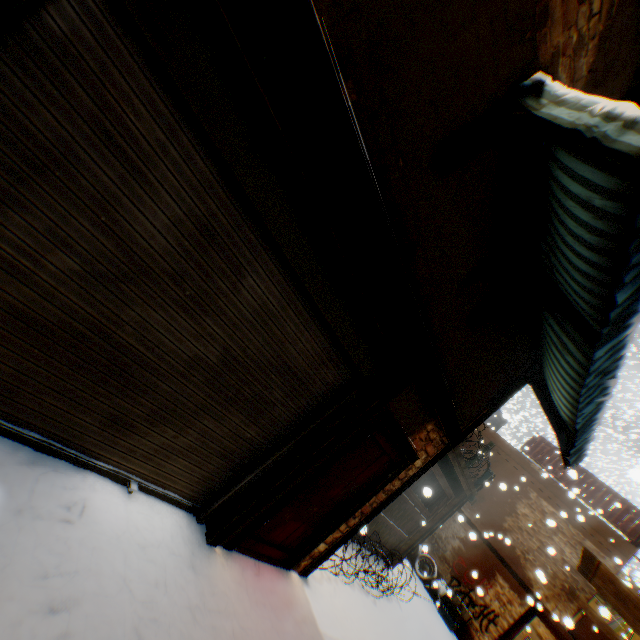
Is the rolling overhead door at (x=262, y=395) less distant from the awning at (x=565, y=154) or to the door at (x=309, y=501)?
the door at (x=309, y=501)

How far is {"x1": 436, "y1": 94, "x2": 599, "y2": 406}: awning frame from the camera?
2.6 meters

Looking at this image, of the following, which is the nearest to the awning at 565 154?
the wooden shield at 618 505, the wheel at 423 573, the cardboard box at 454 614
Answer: the wooden shield at 618 505

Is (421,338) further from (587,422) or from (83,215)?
(83,215)

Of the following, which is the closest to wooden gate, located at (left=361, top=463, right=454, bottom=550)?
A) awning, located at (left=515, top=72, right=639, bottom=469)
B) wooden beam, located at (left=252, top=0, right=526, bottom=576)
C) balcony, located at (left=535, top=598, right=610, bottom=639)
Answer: wooden beam, located at (left=252, top=0, right=526, bottom=576)

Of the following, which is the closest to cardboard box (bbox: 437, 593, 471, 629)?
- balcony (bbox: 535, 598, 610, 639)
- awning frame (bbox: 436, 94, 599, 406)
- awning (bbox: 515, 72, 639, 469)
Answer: balcony (bbox: 535, 598, 610, 639)

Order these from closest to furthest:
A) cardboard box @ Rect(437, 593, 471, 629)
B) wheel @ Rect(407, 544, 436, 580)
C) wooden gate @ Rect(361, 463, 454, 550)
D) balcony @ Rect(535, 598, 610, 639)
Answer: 1. wooden gate @ Rect(361, 463, 454, 550)
2. balcony @ Rect(535, 598, 610, 639)
3. cardboard box @ Rect(437, 593, 471, 629)
4. wheel @ Rect(407, 544, 436, 580)

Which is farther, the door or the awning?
the door
